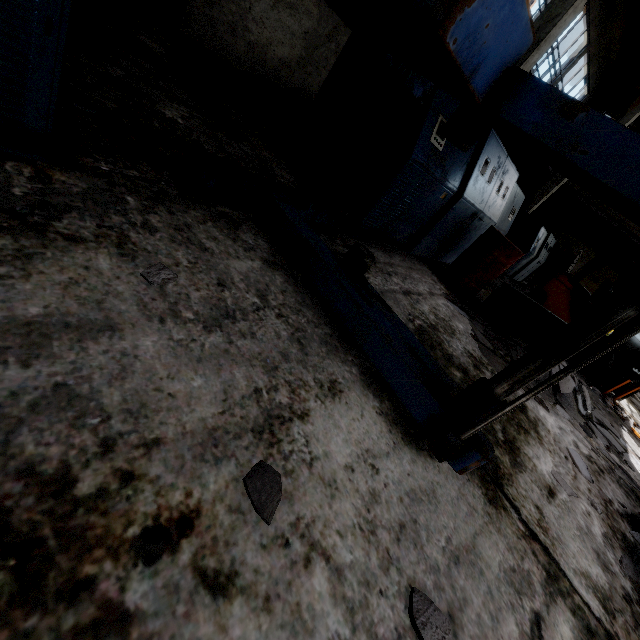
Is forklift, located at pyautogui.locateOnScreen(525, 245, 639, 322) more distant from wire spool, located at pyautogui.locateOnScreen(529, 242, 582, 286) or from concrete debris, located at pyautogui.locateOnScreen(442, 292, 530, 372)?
wire spool, located at pyautogui.locateOnScreen(529, 242, 582, 286)

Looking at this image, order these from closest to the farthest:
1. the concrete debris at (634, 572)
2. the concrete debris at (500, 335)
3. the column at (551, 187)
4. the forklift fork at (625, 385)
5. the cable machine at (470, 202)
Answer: the concrete debris at (634, 572) → the cable machine at (470, 202) → the concrete debris at (500, 335) → the forklift fork at (625, 385) → the column at (551, 187)

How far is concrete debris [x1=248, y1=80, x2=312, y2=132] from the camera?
6.2m

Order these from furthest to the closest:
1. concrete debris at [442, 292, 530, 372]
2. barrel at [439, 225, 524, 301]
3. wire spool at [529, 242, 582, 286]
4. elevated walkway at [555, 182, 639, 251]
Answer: elevated walkway at [555, 182, 639, 251] → wire spool at [529, 242, 582, 286] → barrel at [439, 225, 524, 301] → concrete debris at [442, 292, 530, 372]

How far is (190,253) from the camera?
1.8 meters

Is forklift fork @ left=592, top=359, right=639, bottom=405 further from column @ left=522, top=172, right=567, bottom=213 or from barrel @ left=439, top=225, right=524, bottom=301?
column @ left=522, top=172, right=567, bottom=213

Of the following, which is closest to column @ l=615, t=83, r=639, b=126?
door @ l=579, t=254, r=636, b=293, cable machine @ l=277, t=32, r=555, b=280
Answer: door @ l=579, t=254, r=636, b=293

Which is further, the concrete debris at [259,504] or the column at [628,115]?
the column at [628,115]
